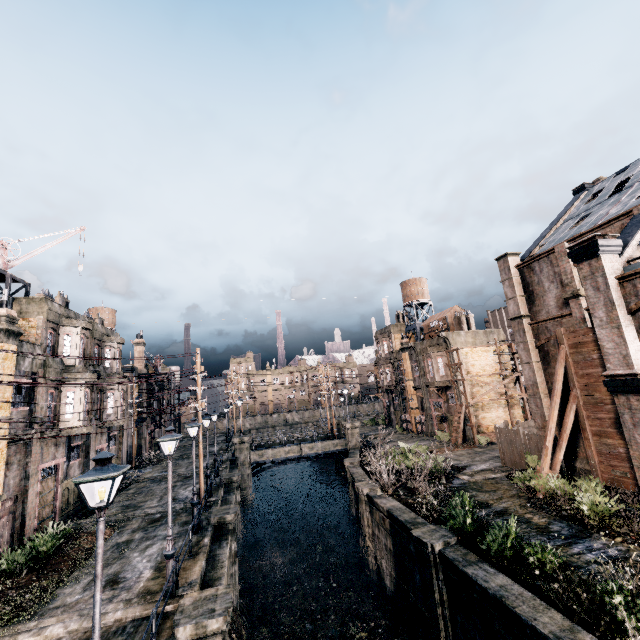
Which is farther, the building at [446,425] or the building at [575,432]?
the building at [446,425]

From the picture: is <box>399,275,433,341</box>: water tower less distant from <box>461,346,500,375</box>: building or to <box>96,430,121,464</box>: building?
<box>461,346,500,375</box>: building

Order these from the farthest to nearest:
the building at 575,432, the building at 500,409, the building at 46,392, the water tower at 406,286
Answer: the water tower at 406,286, the building at 500,409, the building at 575,432, the building at 46,392

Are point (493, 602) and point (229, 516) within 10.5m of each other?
no

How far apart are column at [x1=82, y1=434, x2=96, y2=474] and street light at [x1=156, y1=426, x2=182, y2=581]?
16.6 meters

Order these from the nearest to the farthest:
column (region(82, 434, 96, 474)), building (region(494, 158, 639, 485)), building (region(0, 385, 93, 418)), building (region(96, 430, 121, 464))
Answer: building (region(494, 158, 639, 485)), building (region(0, 385, 93, 418)), column (region(82, 434, 96, 474)), building (region(96, 430, 121, 464))

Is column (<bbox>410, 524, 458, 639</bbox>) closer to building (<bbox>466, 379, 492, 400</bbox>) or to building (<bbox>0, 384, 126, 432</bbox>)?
building (<bbox>466, 379, 492, 400</bbox>)

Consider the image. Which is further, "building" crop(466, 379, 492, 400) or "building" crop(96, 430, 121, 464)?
"building" crop(466, 379, 492, 400)
